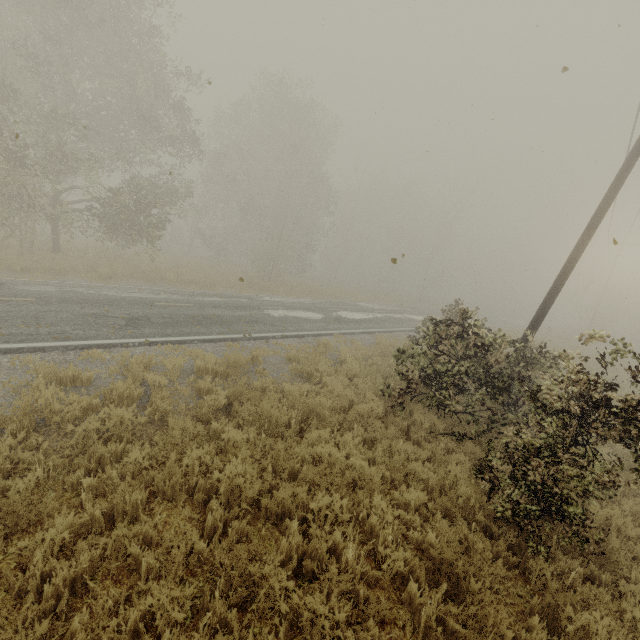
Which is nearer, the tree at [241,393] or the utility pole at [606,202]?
the tree at [241,393]

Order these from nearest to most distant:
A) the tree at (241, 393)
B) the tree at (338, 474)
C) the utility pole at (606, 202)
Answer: the tree at (338, 474)
the tree at (241, 393)
the utility pole at (606, 202)

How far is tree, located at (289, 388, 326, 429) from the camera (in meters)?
6.58

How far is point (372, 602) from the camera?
3.44m

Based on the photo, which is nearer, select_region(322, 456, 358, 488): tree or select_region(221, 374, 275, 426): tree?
select_region(322, 456, 358, 488): tree

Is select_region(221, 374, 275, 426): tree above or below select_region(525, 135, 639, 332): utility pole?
below

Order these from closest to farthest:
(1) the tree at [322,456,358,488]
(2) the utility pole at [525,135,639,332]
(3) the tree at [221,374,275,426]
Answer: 1. (1) the tree at [322,456,358,488]
2. (3) the tree at [221,374,275,426]
3. (2) the utility pole at [525,135,639,332]
